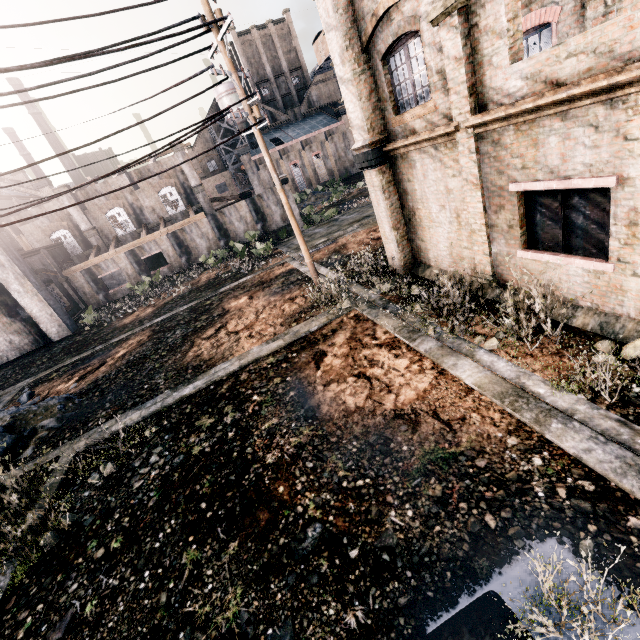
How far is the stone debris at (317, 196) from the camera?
54.8m

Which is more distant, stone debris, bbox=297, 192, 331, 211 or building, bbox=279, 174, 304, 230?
stone debris, bbox=297, 192, 331, 211

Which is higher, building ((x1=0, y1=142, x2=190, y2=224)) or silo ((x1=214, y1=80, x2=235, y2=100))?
silo ((x1=214, y1=80, x2=235, y2=100))

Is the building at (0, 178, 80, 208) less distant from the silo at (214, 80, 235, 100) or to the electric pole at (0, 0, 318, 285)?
the silo at (214, 80, 235, 100)

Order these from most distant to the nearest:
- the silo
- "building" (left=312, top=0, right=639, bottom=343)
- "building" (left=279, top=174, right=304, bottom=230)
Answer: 1. the silo
2. "building" (left=279, top=174, right=304, bottom=230)
3. "building" (left=312, top=0, right=639, bottom=343)

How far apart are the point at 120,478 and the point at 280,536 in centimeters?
565cm

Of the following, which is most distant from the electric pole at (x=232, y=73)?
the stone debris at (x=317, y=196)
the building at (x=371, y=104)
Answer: the stone debris at (x=317, y=196)

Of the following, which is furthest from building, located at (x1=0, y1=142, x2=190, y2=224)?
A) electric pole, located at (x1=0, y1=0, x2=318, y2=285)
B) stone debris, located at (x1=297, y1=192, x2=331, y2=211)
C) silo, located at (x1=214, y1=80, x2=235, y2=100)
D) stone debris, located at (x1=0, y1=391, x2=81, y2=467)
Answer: electric pole, located at (x1=0, y1=0, x2=318, y2=285)
